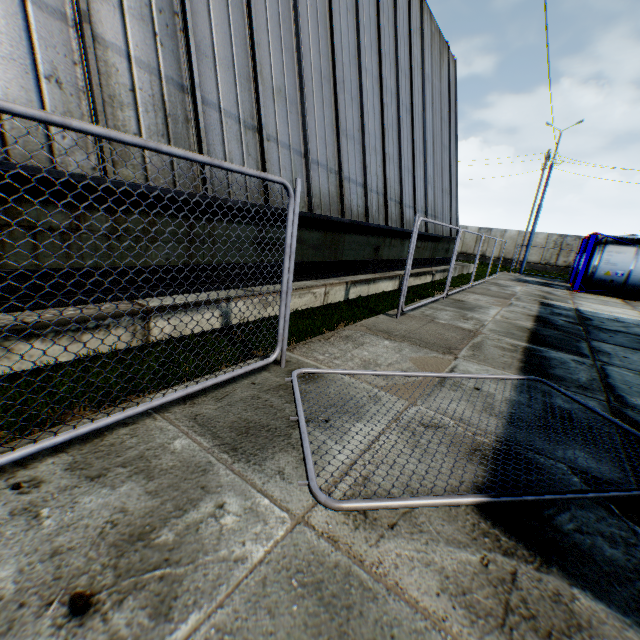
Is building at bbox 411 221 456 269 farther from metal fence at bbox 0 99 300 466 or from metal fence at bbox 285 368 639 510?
metal fence at bbox 285 368 639 510

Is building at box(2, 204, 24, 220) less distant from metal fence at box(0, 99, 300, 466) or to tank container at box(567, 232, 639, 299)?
metal fence at box(0, 99, 300, 466)

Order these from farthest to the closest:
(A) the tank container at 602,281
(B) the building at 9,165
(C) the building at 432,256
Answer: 1. (A) the tank container at 602,281
2. (C) the building at 432,256
3. (B) the building at 9,165

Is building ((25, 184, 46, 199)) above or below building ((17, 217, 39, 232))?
above

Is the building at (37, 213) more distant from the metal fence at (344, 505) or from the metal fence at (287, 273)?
the metal fence at (344, 505)

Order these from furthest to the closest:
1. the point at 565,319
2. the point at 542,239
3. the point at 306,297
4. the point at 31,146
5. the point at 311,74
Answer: the point at 542,239 < the point at 565,319 < the point at 311,74 < the point at 306,297 < the point at 31,146
